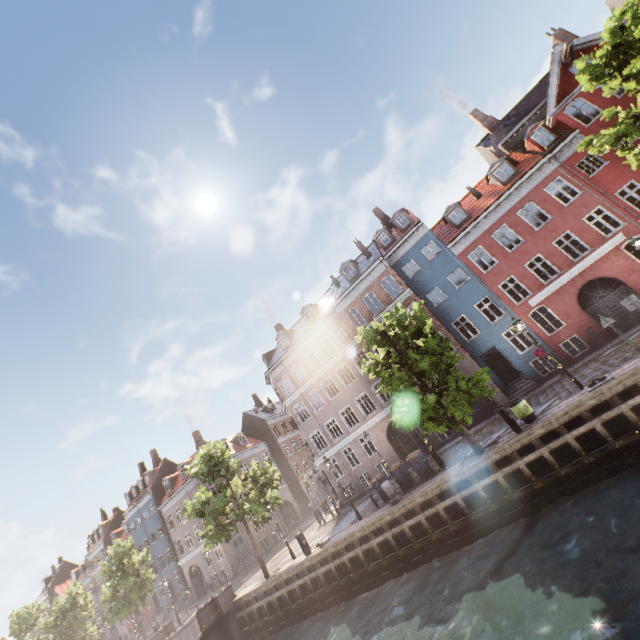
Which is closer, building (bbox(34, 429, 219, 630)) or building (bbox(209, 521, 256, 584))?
building (bbox(209, 521, 256, 584))

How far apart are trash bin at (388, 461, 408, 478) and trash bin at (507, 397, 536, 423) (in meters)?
6.72

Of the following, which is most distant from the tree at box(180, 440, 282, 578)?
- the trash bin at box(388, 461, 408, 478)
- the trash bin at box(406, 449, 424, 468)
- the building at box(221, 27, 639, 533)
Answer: the building at box(221, 27, 639, 533)

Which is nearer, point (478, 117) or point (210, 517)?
point (210, 517)

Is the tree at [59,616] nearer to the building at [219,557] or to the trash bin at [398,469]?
the trash bin at [398,469]

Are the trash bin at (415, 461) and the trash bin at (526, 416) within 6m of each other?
yes

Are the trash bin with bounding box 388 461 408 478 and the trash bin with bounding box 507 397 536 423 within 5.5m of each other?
no

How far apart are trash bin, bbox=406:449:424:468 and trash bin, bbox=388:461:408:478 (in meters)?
0.44
